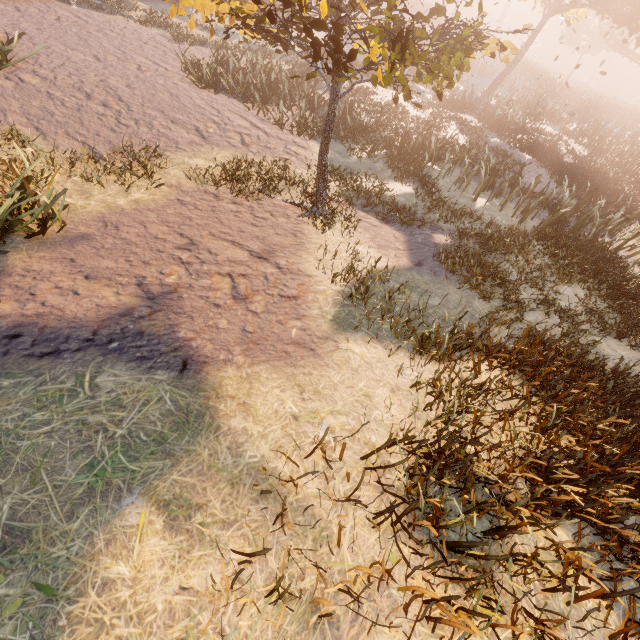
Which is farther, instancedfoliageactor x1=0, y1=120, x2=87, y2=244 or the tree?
the tree

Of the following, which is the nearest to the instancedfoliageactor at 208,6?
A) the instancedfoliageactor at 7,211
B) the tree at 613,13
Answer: the instancedfoliageactor at 7,211

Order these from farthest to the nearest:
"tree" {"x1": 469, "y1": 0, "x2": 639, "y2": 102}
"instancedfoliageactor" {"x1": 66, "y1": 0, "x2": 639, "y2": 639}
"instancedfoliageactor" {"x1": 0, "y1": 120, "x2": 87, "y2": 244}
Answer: "tree" {"x1": 469, "y1": 0, "x2": 639, "y2": 102}, "instancedfoliageactor" {"x1": 0, "y1": 120, "x2": 87, "y2": 244}, "instancedfoliageactor" {"x1": 66, "y1": 0, "x2": 639, "y2": 639}

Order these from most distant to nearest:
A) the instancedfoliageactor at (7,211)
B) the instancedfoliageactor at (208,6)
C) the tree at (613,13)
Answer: the tree at (613,13)
the instancedfoliageactor at (7,211)
the instancedfoliageactor at (208,6)

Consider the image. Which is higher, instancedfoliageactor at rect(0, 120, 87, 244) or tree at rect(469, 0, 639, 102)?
tree at rect(469, 0, 639, 102)

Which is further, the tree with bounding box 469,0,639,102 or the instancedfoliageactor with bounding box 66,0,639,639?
the tree with bounding box 469,0,639,102

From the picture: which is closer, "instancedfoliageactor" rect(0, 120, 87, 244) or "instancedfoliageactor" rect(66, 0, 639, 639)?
"instancedfoliageactor" rect(66, 0, 639, 639)

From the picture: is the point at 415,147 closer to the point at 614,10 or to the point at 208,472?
the point at 208,472
